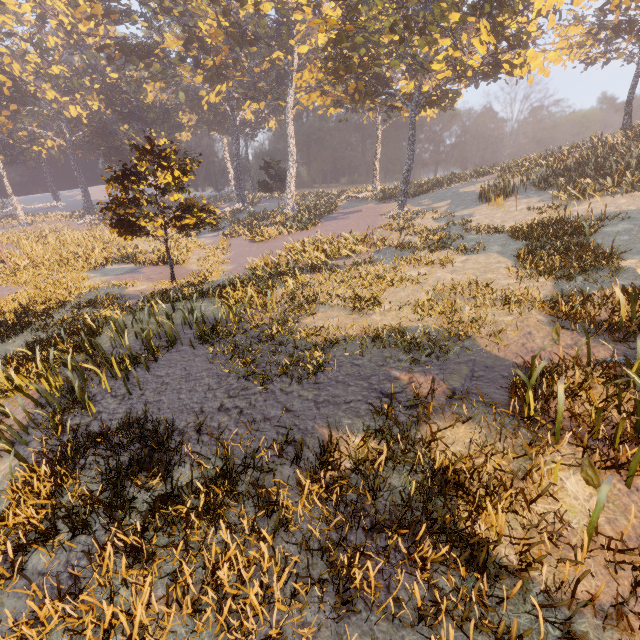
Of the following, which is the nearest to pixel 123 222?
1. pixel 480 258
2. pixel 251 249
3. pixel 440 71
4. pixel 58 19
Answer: pixel 251 249
